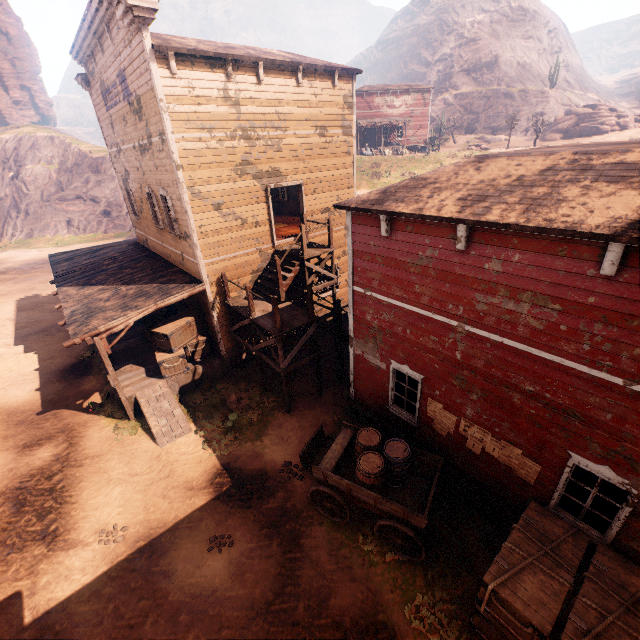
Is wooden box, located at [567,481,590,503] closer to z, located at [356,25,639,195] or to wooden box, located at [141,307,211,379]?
z, located at [356,25,639,195]

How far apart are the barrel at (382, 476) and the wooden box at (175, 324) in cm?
749

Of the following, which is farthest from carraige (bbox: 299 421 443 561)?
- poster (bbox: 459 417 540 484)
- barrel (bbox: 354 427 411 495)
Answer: poster (bbox: 459 417 540 484)

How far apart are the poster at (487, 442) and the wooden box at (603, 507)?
0.7 meters

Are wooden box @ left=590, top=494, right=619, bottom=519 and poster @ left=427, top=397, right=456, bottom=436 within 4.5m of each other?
yes

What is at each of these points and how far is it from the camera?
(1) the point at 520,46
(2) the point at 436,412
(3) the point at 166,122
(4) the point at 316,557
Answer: (1) z, 59.28m
(2) poster, 7.83m
(3) building, 9.57m
(4) z, 7.44m

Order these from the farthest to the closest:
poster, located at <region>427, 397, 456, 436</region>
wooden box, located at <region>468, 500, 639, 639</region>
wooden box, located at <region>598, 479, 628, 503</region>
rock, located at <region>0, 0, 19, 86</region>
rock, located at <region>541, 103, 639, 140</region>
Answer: rock, located at <region>0, 0, 19, 86</region>
rock, located at <region>541, 103, 639, 140</region>
poster, located at <region>427, 397, 456, 436</region>
wooden box, located at <region>598, 479, 628, 503</region>
wooden box, located at <region>468, 500, 639, 639</region>

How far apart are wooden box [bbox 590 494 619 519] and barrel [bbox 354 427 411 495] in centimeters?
299cm
